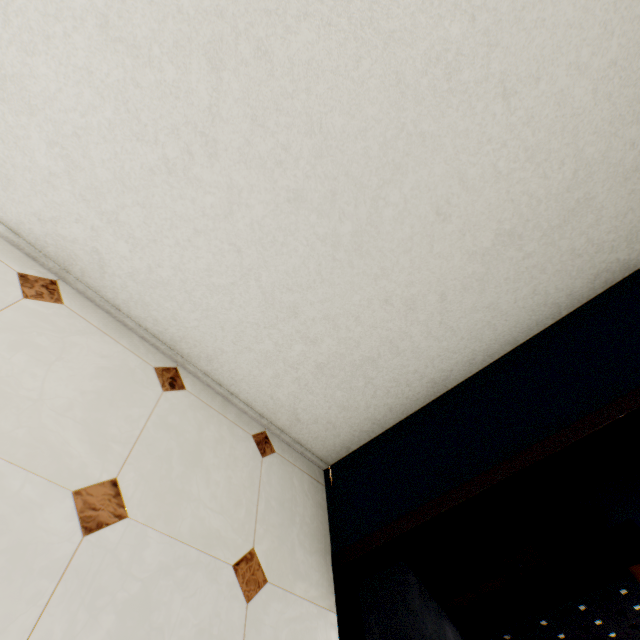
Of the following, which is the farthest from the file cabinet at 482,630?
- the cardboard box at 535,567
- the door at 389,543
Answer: the door at 389,543

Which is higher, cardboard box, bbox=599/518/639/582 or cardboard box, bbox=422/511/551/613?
cardboard box, bbox=599/518/639/582

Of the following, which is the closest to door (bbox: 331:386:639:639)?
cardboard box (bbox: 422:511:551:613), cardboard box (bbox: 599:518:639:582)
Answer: cardboard box (bbox: 422:511:551:613)

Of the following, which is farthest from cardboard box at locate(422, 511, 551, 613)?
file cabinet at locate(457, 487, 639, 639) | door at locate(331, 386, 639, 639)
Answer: door at locate(331, 386, 639, 639)

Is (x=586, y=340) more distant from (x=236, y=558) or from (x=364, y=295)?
(x=236, y=558)

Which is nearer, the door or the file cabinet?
the door

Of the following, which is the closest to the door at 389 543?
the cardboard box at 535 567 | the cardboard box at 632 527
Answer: the cardboard box at 535 567

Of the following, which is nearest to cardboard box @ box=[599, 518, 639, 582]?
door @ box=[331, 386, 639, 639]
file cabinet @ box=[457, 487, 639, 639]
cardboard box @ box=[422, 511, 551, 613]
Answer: file cabinet @ box=[457, 487, 639, 639]
